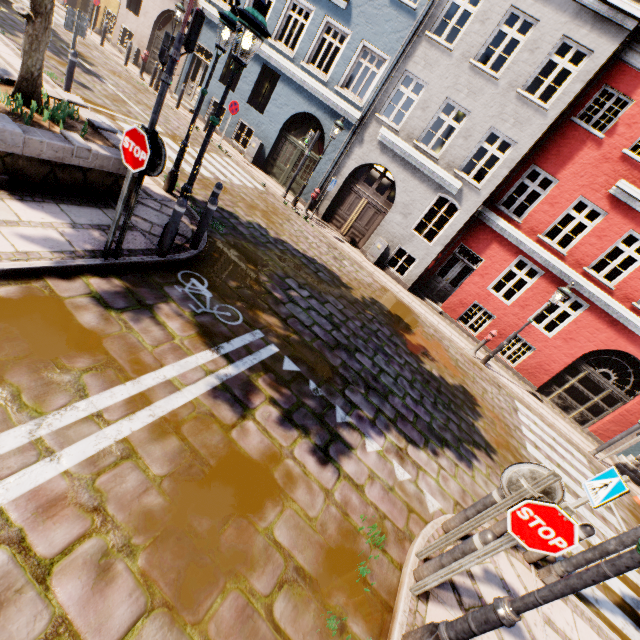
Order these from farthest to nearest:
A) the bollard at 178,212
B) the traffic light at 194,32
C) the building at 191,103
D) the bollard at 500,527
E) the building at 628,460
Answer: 1. the building at 191,103
2. the building at 628,460
3. the traffic light at 194,32
4. the bollard at 178,212
5. the bollard at 500,527

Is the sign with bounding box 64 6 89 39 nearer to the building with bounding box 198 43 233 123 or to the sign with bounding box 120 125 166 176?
the sign with bounding box 120 125 166 176

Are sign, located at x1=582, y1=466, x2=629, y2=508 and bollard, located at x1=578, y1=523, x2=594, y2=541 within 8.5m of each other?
yes

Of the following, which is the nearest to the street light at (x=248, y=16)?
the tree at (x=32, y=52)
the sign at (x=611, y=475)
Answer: the tree at (x=32, y=52)

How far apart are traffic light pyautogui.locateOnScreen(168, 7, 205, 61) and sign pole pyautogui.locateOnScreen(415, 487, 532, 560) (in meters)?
9.70

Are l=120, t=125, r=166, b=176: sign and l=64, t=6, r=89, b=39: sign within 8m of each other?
yes

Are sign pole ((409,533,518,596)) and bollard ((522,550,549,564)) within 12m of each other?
yes

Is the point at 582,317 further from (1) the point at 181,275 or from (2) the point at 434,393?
(1) the point at 181,275
